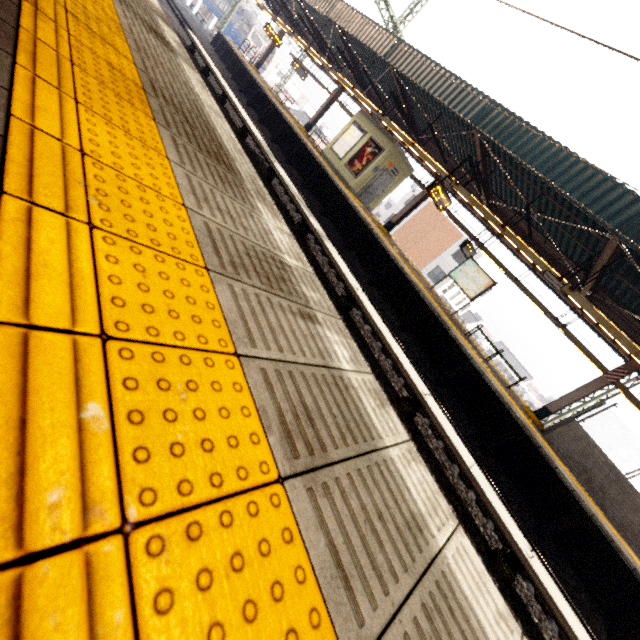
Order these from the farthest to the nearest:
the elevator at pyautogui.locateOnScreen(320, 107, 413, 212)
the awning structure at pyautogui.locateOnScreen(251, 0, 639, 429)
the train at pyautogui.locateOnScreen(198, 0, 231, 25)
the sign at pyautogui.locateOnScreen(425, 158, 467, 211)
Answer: the train at pyautogui.locateOnScreen(198, 0, 231, 25) < the elevator at pyautogui.locateOnScreen(320, 107, 413, 212) < the sign at pyautogui.locateOnScreen(425, 158, 467, 211) < the awning structure at pyautogui.locateOnScreen(251, 0, 639, 429)

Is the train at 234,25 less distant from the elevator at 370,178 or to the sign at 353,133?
the elevator at 370,178

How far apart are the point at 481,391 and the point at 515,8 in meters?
8.1

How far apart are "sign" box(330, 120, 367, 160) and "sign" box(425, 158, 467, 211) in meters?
6.4

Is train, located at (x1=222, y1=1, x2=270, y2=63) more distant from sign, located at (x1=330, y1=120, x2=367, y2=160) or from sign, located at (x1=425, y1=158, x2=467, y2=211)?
sign, located at (x1=425, y1=158, x2=467, y2=211)

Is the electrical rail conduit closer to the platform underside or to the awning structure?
the platform underside

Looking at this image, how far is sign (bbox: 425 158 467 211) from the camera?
10.77m

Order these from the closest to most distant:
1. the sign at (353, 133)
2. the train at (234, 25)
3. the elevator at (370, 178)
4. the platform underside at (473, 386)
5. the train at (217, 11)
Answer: the platform underside at (473, 386) → the elevator at (370, 178) → the sign at (353, 133) → the train at (234, 25) → the train at (217, 11)
